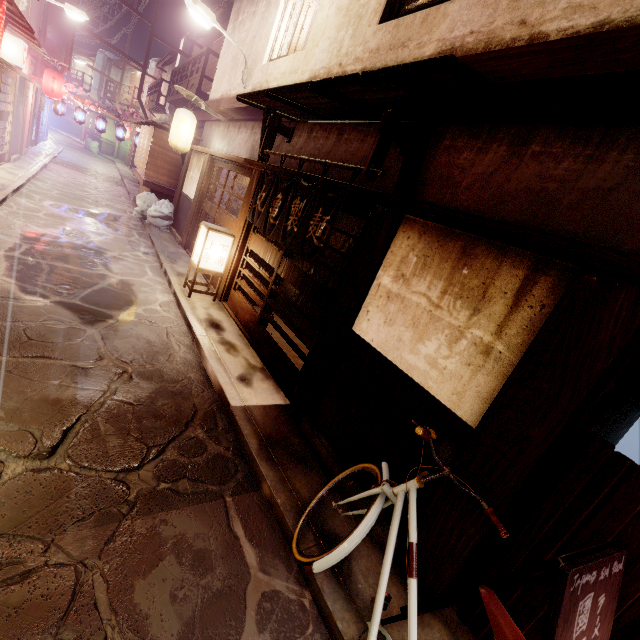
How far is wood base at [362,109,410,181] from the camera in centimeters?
627cm

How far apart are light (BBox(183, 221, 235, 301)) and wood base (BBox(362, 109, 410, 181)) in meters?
6.5

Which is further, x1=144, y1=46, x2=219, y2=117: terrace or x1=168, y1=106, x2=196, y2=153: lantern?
x1=144, y1=46, x2=219, y2=117: terrace

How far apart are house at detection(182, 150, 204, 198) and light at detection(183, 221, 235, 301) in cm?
703

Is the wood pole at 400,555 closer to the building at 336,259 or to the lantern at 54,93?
the building at 336,259

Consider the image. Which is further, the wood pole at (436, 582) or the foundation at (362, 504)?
the foundation at (362, 504)

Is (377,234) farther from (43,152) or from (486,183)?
(43,152)

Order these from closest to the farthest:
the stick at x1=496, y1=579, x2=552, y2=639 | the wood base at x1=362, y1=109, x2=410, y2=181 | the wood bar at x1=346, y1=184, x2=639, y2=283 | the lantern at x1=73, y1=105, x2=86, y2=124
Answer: the wood bar at x1=346, y1=184, x2=639, y2=283
the stick at x1=496, y1=579, x2=552, y2=639
the wood base at x1=362, y1=109, x2=410, y2=181
the lantern at x1=73, y1=105, x2=86, y2=124
